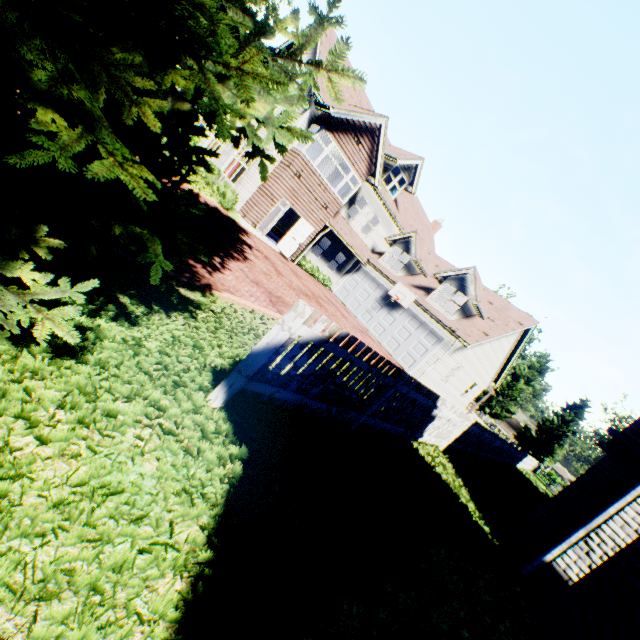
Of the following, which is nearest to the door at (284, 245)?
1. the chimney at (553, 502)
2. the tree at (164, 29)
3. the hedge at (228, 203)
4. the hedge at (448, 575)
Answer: the hedge at (228, 203)

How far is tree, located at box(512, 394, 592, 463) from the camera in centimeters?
4350cm

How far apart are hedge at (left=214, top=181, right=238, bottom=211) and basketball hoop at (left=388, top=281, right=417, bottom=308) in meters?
10.4 m

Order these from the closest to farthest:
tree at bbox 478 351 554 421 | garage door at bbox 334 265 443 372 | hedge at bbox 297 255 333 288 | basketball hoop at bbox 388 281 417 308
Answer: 1. garage door at bbox 334 265 443 372
2. basketball hoop at bbox 388 281 417 308
3. hedge at bbox 297 255 333 288
4. tree at bbox 478 351 554 421

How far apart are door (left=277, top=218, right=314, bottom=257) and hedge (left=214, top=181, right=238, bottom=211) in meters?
3.2 m

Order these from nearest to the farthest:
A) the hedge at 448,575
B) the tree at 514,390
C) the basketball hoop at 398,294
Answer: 1. the hedge at 448,575
2. the basketball hoop at 398,294
3. the tree at 514,390

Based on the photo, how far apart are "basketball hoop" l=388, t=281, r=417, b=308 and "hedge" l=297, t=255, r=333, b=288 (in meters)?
4.45

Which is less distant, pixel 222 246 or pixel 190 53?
pixel 190 53
